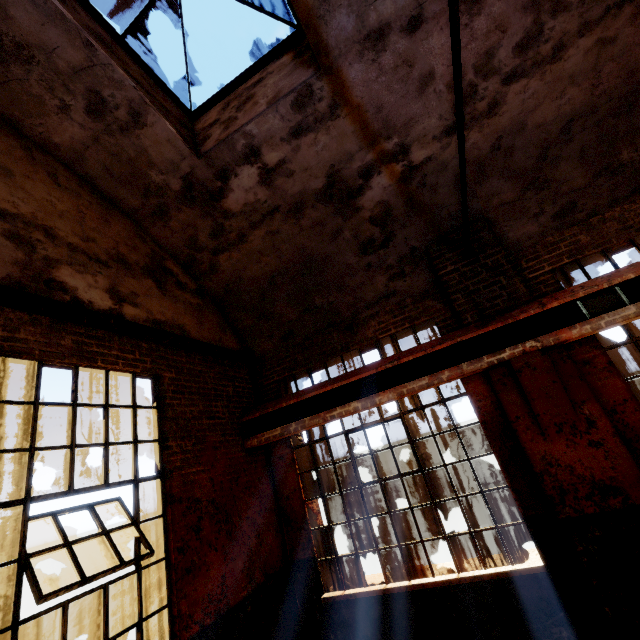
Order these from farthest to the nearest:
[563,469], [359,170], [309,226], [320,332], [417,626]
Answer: [320,332]
[309,226]
[359,170]
[417,626]
[563,469]

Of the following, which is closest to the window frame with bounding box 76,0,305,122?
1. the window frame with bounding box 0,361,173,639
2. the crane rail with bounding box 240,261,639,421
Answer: the window frame with bounding box 0,361,173,639

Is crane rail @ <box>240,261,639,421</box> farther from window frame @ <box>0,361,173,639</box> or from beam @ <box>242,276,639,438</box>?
window frame @ <box>0,361,173,639</box>

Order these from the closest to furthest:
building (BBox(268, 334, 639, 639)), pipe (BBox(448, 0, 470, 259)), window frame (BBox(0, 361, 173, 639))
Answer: pipe (BBox(448, 0, 470, 259))
window frame (BBox(0, 361, 173, 639))
building (BBox(268, 334, 639, 639))

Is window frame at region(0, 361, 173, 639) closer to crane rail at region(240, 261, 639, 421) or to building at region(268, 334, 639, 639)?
crane rail at region(240, 261, 639, 421)

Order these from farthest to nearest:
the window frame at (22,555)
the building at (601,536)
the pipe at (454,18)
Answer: the building at (601,536), the window frame at (22,555), the pipe at (454,18)

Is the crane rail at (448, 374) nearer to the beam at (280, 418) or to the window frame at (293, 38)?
the beam at (280, 418)

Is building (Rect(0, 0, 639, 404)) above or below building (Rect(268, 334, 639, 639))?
above
